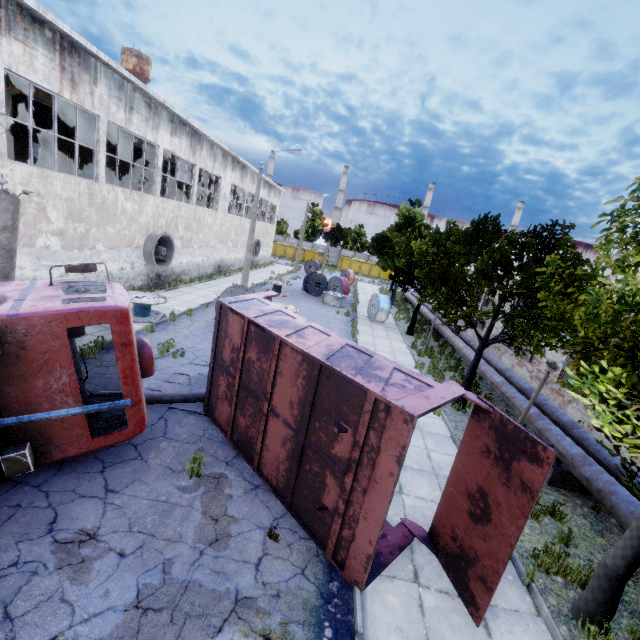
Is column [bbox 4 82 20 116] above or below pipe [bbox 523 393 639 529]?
above

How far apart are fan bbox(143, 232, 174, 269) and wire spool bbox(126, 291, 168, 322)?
3.64m

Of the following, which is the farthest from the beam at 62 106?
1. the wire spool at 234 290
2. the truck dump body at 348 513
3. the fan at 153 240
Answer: the truck dump body at 348 513

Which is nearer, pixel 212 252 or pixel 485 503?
pixel 485 503

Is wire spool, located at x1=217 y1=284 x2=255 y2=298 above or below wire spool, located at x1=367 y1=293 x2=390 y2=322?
above

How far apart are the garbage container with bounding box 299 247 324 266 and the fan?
39.6m

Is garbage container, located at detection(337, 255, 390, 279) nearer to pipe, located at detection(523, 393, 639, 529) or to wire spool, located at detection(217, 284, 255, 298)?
pipe, located at detection(523, 393, 639, 529)

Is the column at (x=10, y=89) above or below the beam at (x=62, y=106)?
below
